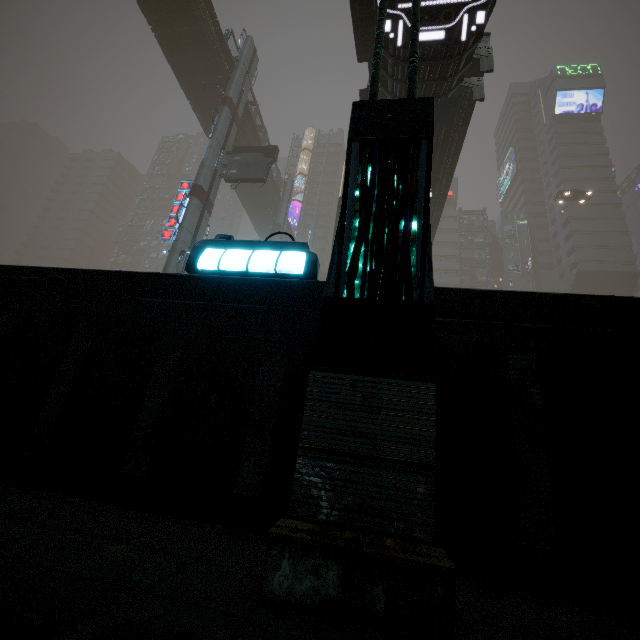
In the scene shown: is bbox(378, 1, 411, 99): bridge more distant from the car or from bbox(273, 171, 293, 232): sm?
the car

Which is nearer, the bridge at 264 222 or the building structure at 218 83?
the building structure at 218 83

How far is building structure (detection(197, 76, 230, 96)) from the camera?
27.4m

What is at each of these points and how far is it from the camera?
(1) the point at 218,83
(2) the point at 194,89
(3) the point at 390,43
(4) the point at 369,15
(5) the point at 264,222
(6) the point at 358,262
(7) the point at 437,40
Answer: (1) building structure, 27.8 meters
(2) bridge, 29.4 meters
(3) bridge, 11.0 meters
(4) stairs, 11.9 meters
(5) bridge, 46.4 meters
(6) street light, 2.3 meters
(7) bridge, 10.8 meters

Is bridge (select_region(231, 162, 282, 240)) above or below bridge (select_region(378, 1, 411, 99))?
above

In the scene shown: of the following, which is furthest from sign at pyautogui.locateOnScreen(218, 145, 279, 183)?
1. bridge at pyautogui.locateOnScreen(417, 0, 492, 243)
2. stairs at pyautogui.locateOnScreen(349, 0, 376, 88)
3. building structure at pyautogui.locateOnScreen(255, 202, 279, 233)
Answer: A: building structure at pyautogui.locateOnScreen(255, 202, 279, 233)

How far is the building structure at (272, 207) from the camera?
41.12m

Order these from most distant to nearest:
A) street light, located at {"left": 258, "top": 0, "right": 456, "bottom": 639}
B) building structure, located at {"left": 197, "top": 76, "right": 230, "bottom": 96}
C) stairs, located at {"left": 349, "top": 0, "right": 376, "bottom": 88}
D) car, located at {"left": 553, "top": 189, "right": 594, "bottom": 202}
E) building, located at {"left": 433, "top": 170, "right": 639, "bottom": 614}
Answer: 1. car, located at {"left": 553, "top": 189, "right": 594, "bottom": 202}
2. building structure, located at {"left": 197, "top": 76, "right": 230, "bottom": 96}
3. stairs, located at {"left": 349, "top": 0, "right": 376, "bottom": 88}
4. building, located at {"left": 433, "top": 170, "right": 639, "bottom": 614}
5. street light, located at {"left": 258, "top": 0, "right": 456, "bottom": 639}
